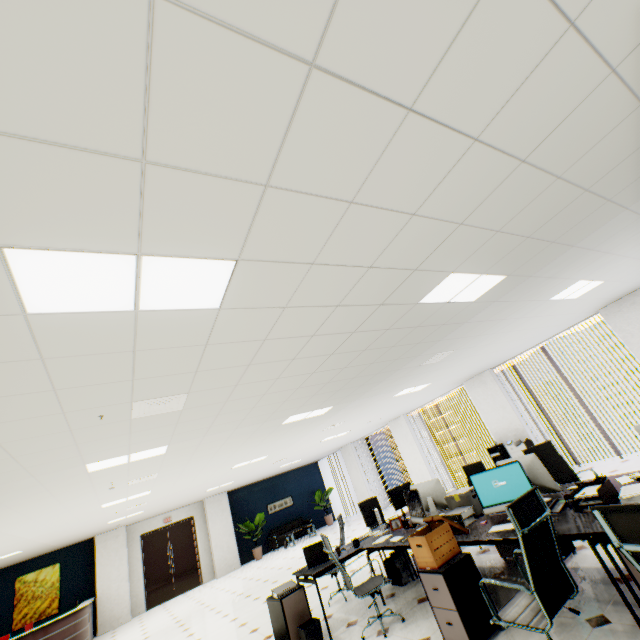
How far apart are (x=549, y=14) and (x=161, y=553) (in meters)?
17.53

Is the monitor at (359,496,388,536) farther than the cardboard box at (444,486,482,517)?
Yes

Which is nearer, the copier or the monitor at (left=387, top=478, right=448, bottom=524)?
the monitor at (left=387, top=478, right=448, bottom=524)

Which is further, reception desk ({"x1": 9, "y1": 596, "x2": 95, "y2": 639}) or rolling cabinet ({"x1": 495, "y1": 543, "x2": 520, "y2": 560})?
reception desk ({"x1": 9, "y1": 596, "x2": 95, "y2": 639})

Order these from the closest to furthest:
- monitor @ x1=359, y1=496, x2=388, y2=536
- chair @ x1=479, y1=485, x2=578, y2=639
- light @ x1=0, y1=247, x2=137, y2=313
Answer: light @ x1=0, y1=247, x2=137, y2=313 → chair @ x1=479, y1=485, x2=578, y2=639 → monitor @ x1=359, y1=496, x2=388, y2=536

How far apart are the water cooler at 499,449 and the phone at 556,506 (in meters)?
6.11

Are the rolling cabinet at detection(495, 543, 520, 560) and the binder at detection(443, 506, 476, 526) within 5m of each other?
yes

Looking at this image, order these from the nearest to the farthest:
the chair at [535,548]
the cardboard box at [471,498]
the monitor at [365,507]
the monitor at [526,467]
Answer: the chair at [535,548]
the monitor at [526,467]
the cardboard box at [471,498]
the monitor at [365,507]
